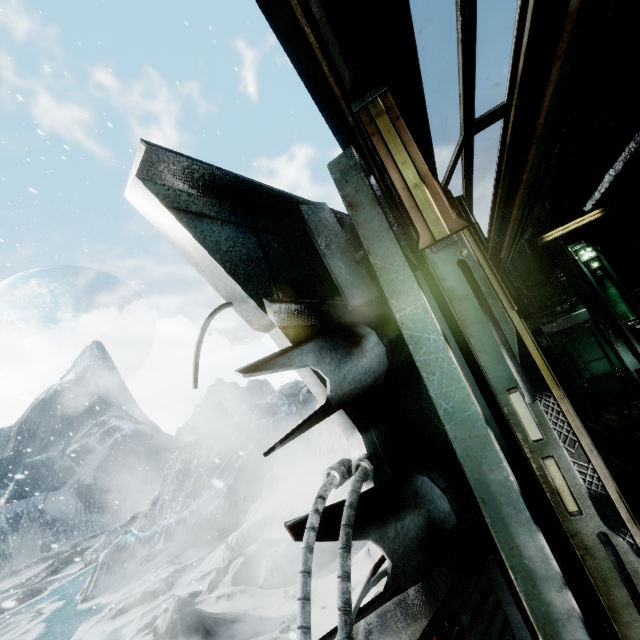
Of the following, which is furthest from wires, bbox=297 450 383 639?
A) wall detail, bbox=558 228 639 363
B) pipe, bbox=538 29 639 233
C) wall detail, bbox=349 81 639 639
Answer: wall detail, bbox=558 228 639 363

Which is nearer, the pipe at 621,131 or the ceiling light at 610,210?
the pipe at 621,131

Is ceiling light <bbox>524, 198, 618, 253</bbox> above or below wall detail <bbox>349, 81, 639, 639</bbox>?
→ above

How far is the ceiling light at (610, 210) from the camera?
7.8m

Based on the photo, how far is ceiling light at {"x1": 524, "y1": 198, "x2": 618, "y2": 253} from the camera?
7.8 meters

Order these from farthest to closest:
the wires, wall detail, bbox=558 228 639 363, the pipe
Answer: wall detail, bbox=558 228 639 363 < the pipe < the wires

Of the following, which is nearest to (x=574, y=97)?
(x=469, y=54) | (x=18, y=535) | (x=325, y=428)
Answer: (x=469, y=54)

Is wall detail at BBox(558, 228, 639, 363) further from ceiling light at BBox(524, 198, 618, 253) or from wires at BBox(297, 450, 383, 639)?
wires at BBox(297, 450, 383, 639)
